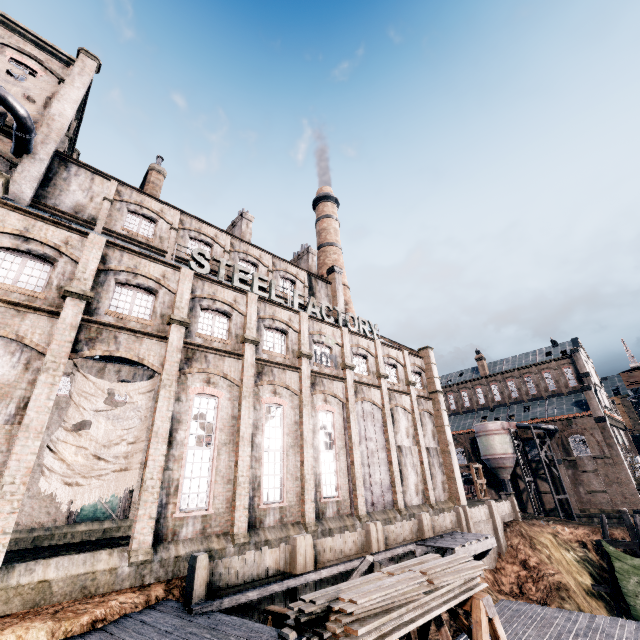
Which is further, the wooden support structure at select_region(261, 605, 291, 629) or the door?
the door

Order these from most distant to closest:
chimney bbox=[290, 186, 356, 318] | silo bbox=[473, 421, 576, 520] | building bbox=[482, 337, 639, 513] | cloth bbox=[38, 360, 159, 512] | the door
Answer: silo bbox=[473, 421, 576, 520], building bbox=[482, 337, 639, 513], chimney bbox=[290, 186, 356, 318], the door, cloth bbox=[38, 360, 159, 512]

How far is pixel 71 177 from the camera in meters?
21.3

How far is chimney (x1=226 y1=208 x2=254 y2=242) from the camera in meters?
33.8

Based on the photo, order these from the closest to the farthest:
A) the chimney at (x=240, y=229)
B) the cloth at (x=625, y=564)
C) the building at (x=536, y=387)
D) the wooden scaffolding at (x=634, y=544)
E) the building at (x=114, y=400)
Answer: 1. the cloth at (x=625, y=564)
2. the wooden scaffolding at (x=634, y=544)
3. the building at (x=114, y=400)
4. the chimney at (x=240, y=229)
5. the building at (x=536, y=387)

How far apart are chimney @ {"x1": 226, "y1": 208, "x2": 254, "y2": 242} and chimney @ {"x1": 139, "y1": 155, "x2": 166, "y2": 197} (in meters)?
7.49

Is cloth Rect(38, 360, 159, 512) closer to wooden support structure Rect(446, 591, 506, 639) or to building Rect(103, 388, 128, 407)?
building Rect(103, 388, 128, 407)

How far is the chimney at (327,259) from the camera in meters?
40.6 m
